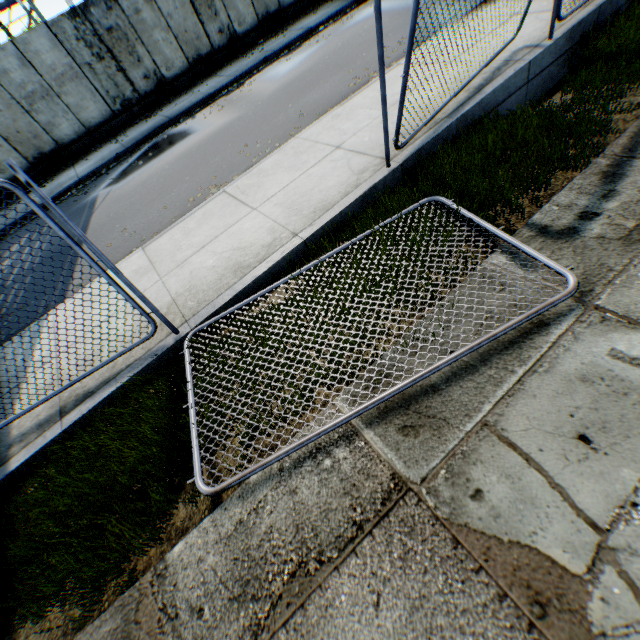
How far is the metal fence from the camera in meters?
2.6 m

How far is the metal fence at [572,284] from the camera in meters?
2.6 m

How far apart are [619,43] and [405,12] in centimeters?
791cm
